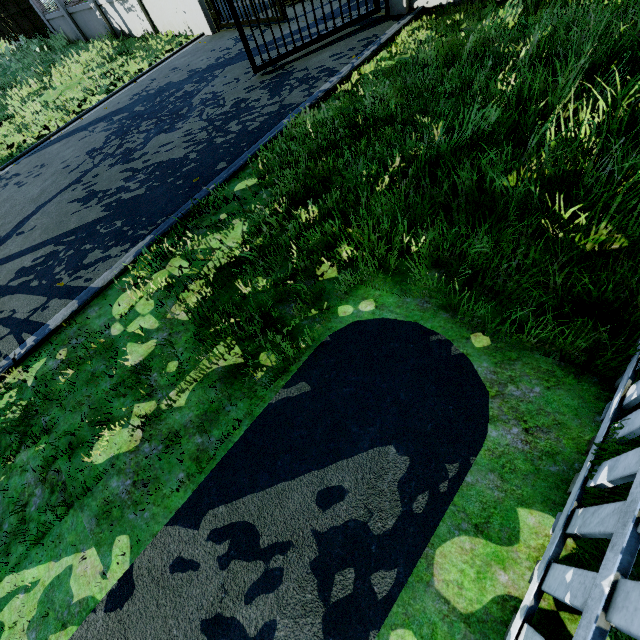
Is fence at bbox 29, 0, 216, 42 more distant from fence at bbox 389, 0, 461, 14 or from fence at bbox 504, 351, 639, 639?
fence at bbox 504, 351, 639, 639

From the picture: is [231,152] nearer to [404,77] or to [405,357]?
[404,77]

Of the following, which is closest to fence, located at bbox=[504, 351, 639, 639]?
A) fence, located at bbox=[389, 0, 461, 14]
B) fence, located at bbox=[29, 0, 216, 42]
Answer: fence, located at bbox=[389, 0, 461, 14]

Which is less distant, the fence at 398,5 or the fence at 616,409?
the fence at 616,409

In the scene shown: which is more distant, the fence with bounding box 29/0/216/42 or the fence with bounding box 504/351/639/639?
the fence with bounding box 29/0/216/42

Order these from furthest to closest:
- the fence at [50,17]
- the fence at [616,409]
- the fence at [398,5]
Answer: the fence at [50,17] < the fence at [398,5] < the fence at [616,409]
